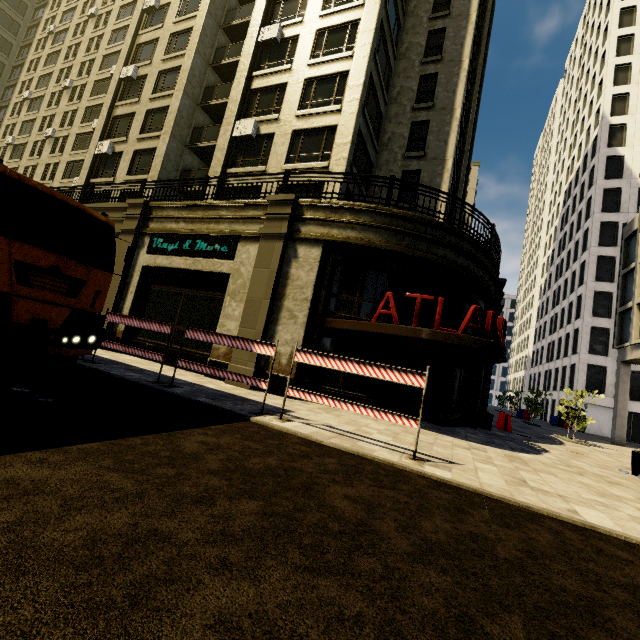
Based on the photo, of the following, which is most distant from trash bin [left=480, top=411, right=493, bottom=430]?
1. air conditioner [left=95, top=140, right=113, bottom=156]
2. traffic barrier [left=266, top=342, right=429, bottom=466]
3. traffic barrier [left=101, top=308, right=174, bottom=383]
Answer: air conditioner [left=95, top=140, right=113, bottom=156]

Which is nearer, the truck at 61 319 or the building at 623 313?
the truck at 61 319

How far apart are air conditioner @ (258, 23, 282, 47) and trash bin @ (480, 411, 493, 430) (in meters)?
22.06

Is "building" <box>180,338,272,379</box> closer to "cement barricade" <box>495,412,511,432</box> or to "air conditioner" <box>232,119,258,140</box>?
"air conditioner" <box>232,119,258,140</box>

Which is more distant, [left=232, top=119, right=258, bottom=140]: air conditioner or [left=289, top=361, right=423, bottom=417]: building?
[left=232, top=119, right=258, bottom=140]: air conditioner

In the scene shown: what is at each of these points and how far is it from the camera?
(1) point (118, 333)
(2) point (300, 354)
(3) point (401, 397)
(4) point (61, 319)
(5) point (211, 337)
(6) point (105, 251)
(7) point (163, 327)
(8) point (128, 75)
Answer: (1) building, 14.0m
(2) traffic barrier, 6.8m
(3) building, 12.2m
(4) truck, 5.3m
(5) traffic barrier, 7.8m
(6) building, 16.0m
(7) traffic barrier, 8.5m
(8) air conditioner, 22.6m

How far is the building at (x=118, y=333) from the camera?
13.4 meters

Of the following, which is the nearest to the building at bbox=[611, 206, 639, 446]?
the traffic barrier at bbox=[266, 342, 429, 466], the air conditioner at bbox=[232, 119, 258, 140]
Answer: the air conditioner at bbox=[232, 119, 258, 140]
